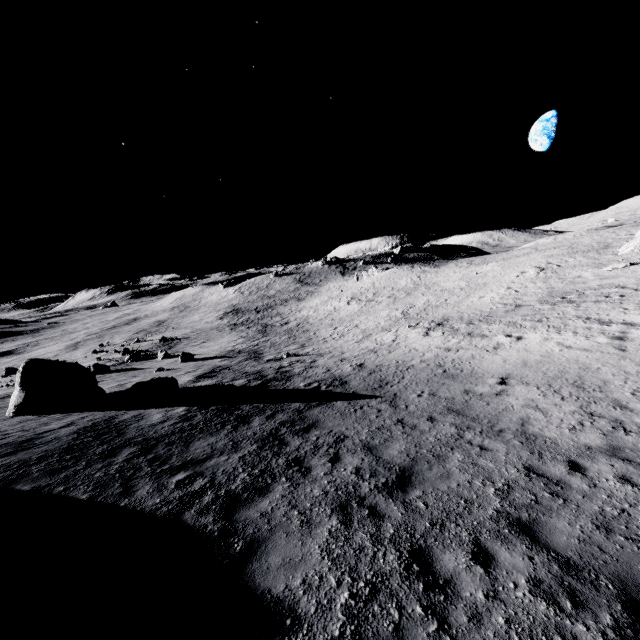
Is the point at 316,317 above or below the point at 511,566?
below

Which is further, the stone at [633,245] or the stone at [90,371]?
the stone at [633,245]

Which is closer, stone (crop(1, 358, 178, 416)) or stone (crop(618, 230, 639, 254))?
stone (crop(1, 358, 178, 416))
